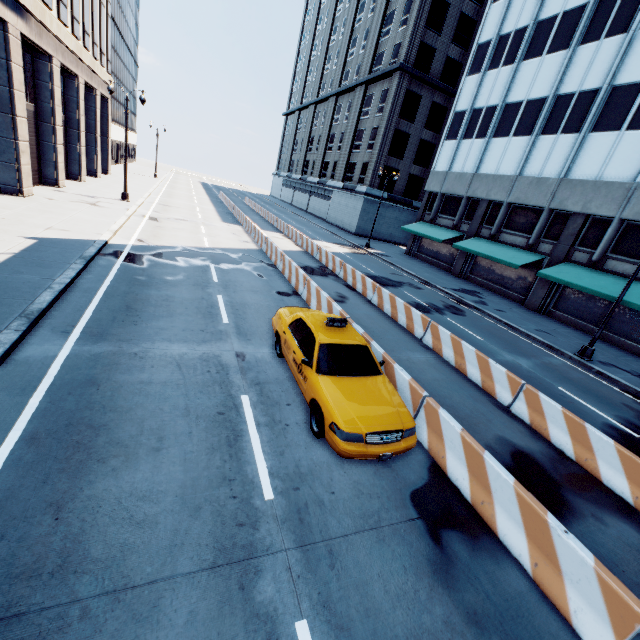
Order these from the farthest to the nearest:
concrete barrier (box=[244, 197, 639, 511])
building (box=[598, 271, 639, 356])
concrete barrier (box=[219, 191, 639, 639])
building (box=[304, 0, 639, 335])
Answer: building (box=[304, 0, 639, 335])
building (box=[598, 271, 639, 356])
concrete barrier (box=[244, 197, 639, 511])
concrete barrier (box=[219, 191, 639, 639])

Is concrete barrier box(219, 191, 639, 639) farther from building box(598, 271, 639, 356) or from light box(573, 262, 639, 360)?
building box(598, 271, 639, 356)

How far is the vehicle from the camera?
5.6 meters

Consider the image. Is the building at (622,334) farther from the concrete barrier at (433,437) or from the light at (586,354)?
the concrete barrier at (433,437)

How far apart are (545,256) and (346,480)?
24.6m

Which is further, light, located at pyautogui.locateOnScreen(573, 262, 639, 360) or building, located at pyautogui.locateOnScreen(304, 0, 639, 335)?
building, located at pyautogui.locateOnScreen(304, 0, 639, 335)

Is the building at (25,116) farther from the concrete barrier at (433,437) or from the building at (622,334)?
the building at (622,334)

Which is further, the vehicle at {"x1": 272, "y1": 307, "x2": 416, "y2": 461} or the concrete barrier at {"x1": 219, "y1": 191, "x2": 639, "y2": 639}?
the vehicle at {"x1": 272, "y1": 307, "x2": 416, "y2": 461}
